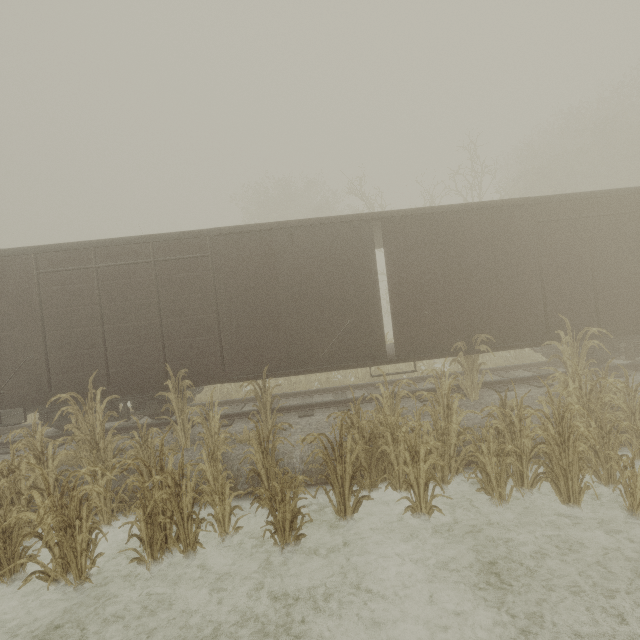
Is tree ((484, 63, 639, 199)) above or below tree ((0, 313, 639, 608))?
above

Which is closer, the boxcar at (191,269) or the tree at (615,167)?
the boxcar at (191,269)

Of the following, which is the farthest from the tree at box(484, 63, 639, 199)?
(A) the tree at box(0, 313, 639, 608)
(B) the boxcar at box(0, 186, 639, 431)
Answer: (A) the tree at box(0, 313, 639, 608)

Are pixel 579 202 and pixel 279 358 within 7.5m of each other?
no

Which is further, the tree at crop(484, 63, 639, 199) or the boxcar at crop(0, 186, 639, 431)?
the tree at crop(484, 63, 639, 199)

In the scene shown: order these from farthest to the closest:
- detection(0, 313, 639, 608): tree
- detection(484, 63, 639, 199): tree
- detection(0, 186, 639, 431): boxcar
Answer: detection(484, 63, 639, 199): tree
detection(0, 186, 639, 431): boxcar
detection(0, 313, 639, 608): tree

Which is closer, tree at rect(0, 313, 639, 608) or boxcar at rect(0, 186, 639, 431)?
tree at rect(0, 313, 639, 608)

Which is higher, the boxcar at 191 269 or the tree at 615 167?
the tree at 615 167
